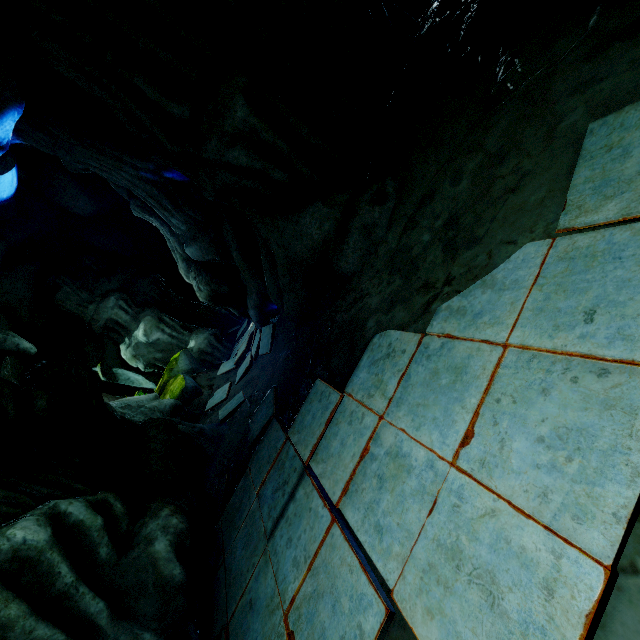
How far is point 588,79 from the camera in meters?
2.4
